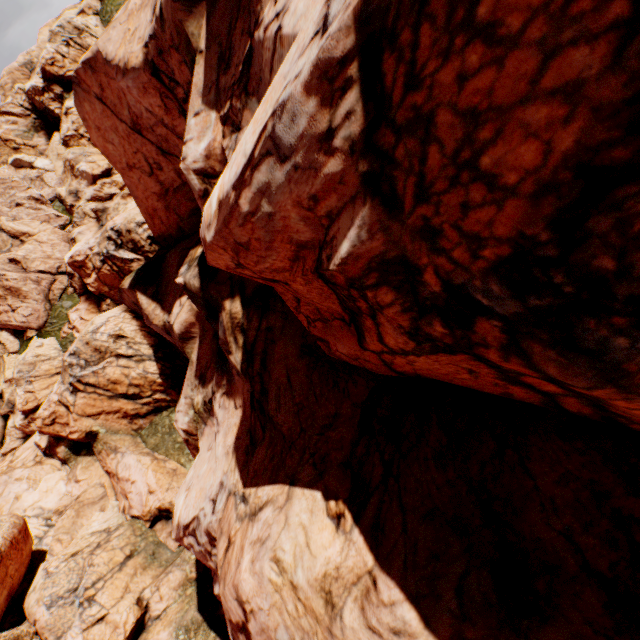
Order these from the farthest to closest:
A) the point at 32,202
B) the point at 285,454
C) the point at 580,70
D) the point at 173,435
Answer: the point at 32,202 < the point at 173,435 < the point at 285,454 < the point at 580,70
